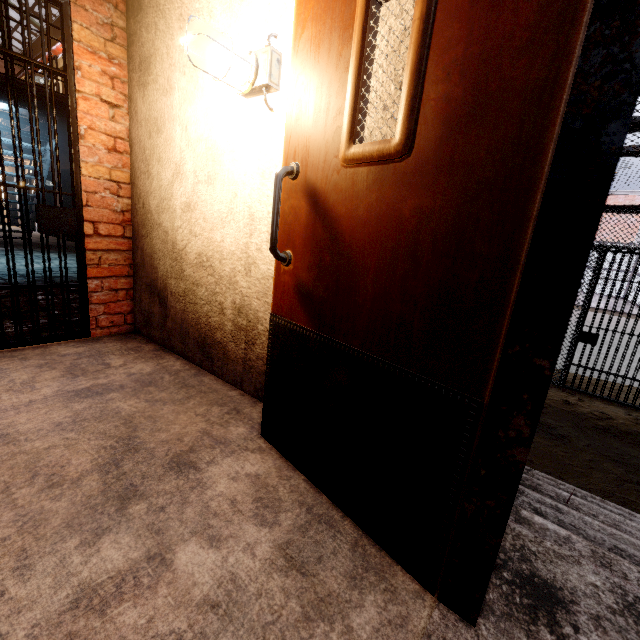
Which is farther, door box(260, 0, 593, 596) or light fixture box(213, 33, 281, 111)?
light fixture box(213, 33, 281, 111)

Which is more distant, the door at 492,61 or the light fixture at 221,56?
the light fixture at 221,56

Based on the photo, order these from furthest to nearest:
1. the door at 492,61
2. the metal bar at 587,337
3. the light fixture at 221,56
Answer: the metal bar at 587,337
the light fixture at 221,56
the door at 492,61

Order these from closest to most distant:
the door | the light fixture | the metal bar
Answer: the door, the light fixture, the metal bar

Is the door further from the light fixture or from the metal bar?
the metal bar

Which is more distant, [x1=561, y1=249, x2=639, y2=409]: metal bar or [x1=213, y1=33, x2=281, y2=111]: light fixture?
[x1=561, y1=249, x2=639, y2=409]: metal bar

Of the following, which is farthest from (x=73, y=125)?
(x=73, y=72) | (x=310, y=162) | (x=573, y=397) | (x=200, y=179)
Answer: (x=573, y=397)
